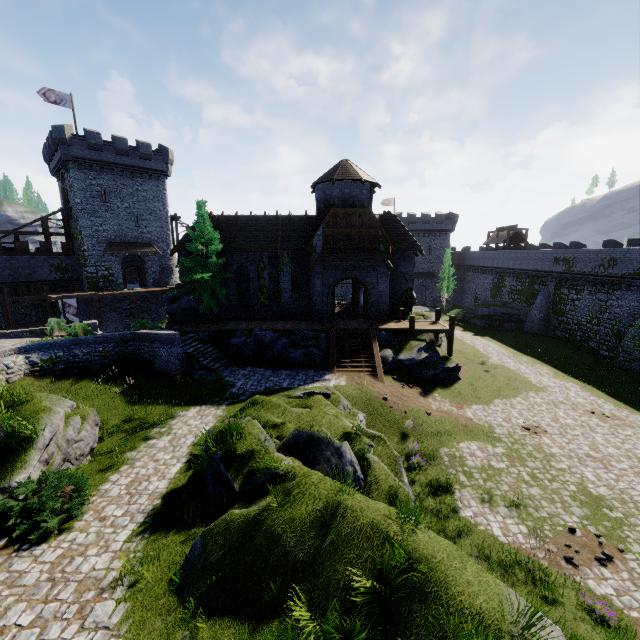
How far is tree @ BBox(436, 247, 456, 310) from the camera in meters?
52.2

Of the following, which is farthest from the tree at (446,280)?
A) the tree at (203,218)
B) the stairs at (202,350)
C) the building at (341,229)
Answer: the stairs at (202,350)

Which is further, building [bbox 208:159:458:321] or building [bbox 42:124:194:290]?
building [bbox 42:124:194:290]

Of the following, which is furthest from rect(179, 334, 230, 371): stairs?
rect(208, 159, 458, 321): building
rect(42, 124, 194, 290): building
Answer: rect(42, 124, 194, 290): building

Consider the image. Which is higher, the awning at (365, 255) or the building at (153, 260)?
the awning at (365, 255)

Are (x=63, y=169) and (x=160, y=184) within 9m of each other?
no

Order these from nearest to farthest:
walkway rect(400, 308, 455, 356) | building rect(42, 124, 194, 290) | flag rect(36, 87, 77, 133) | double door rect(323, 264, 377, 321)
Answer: walkway rect(400, 308, 455, 356)
double door rect(323, 264, 377, 321)
flag rect(36, 87, 77, 133)
building rect(42, 124, 194, 290)

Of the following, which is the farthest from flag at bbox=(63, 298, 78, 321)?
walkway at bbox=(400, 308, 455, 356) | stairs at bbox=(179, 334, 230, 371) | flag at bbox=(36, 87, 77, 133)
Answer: walkway at bbox=(400, 308, 455, 356)
